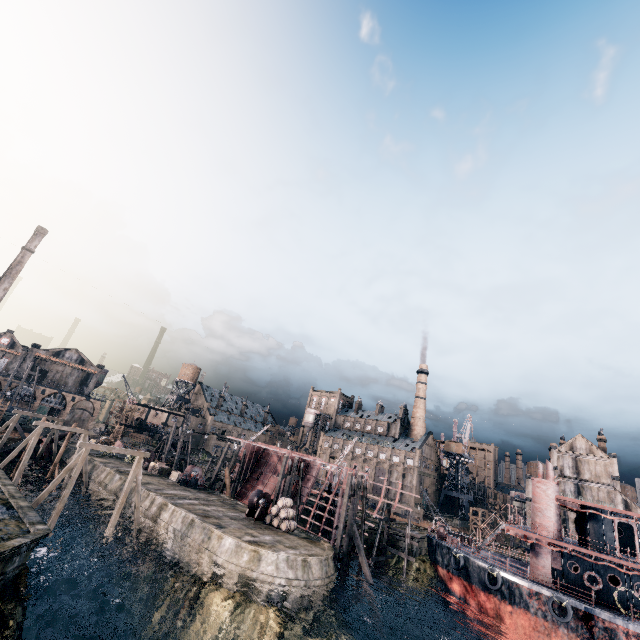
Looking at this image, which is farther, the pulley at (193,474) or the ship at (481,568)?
the pulley at (193,474)

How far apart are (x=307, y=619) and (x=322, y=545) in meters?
6.7 m

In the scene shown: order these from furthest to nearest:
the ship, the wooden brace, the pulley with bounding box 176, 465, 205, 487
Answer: the pulley with bounding box 176, 465, 205, 487
the wooden brace
the ship

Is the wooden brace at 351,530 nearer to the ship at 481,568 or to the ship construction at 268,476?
→ the ship construction at 268,476

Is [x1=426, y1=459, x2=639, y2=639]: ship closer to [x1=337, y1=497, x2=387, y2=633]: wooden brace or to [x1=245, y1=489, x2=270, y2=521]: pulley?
[x1=337, y1=497, x2=387, y2=633]: wooden brace

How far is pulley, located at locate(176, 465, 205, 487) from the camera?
41.5m

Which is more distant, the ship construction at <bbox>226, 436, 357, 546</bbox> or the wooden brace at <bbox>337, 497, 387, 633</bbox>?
the ship construction at <bbox>226, 436, 357, 546</bbox>

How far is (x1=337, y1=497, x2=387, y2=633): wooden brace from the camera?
26.9 meters
